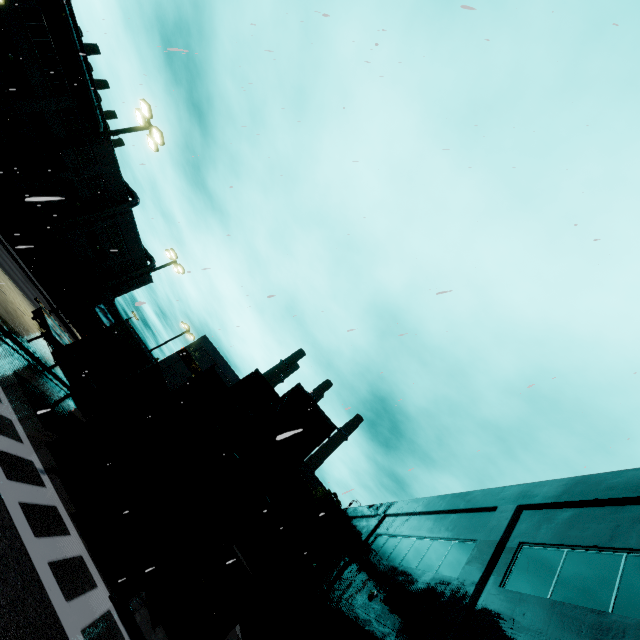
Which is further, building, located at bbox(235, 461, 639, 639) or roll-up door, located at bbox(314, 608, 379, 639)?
roll-up door, located at bbox(314, 608, 379, 639)

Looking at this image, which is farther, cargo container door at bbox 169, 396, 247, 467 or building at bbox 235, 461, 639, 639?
cargo container door at bbox 169, 396, 247, 467

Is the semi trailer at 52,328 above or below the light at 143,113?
below

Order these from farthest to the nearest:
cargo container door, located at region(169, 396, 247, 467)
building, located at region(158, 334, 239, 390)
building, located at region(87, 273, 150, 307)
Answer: building, located at region(87, 273, 150, 307)
building, located at region(158, 334, 239, 390)
cargo container door, located at region(169, 396, 247, 467)

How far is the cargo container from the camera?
10.23m

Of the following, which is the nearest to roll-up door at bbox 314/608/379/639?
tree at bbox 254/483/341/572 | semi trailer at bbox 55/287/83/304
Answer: semi trailer at bbox 55/287/83/304

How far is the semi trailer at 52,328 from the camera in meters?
12.2

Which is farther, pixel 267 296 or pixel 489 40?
pixel 489 40
